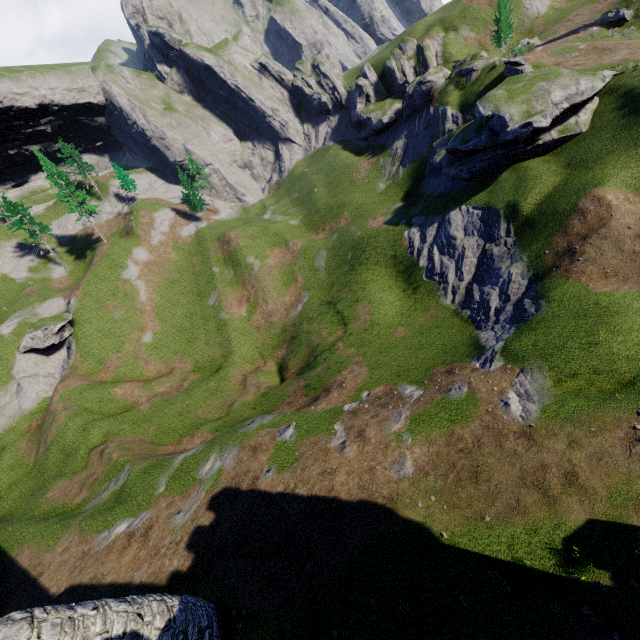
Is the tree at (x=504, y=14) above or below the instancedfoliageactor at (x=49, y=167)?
below

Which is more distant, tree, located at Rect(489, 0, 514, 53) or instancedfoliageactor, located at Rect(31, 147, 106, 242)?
instancedfoliageactor, located at Rect(31, 147, 106, 242)

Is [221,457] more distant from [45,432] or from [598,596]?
[45,432]

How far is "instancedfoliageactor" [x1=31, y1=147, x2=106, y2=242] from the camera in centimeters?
5238cm

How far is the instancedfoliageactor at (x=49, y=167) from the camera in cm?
5238

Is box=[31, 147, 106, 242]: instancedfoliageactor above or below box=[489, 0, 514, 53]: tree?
above
